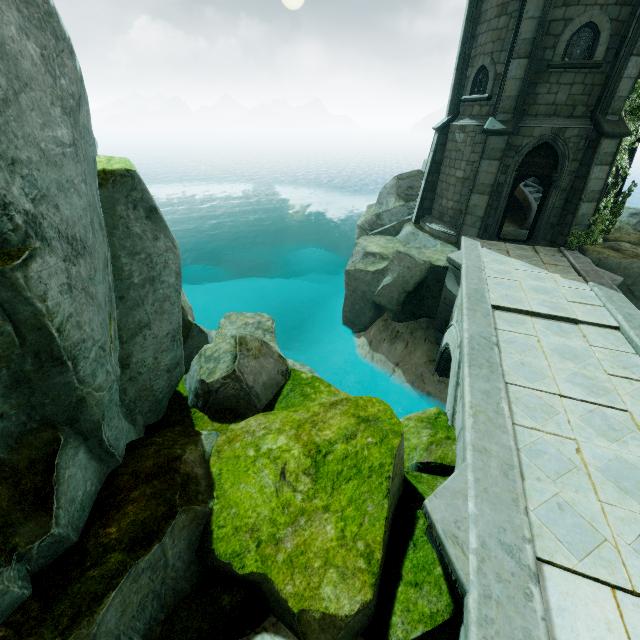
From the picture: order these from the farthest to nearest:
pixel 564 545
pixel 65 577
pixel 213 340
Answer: pixel 213 340
pixel 564 545
pixel 65 577

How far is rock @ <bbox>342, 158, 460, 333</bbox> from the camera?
12.6 meters

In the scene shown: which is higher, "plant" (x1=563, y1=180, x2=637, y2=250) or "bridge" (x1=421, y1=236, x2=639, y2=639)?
"plant" (x1=563, y1=180, x2=637, y2=250)

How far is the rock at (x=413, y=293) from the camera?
12.60m

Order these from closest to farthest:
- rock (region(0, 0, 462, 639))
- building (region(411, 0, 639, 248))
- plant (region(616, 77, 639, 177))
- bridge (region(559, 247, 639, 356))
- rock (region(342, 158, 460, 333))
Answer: rock (region(0, 0, 462, 639)), bridge (region(559, 247, 639, 356)), building (region(411, 0, 639, 248)), plant (region(616, 77, 639, 177)), rock (region(342, 158, 460, 333))

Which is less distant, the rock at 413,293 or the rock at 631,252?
the rock at 631,252

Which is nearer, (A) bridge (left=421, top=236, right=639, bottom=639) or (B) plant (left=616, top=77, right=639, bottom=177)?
(A) bridge (left=421, top=236, right=639, bottom=639)

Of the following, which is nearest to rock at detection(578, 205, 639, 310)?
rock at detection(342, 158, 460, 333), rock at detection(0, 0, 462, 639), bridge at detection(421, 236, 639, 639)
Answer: bridge at detection(421, 236, 639, 639)
